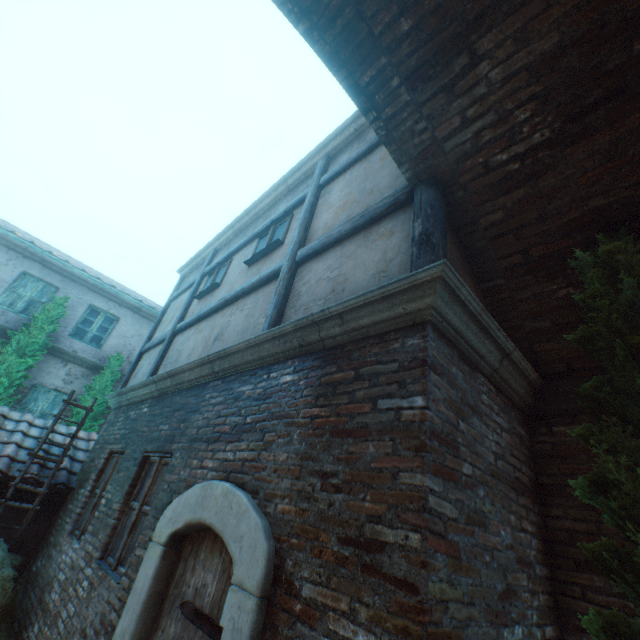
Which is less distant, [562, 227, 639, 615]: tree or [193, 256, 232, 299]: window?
[562, 227, 639, 615]: tree

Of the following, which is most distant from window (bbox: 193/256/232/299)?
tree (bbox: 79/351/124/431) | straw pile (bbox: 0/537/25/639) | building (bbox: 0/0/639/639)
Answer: tree (bbox: 79/351/124/431)

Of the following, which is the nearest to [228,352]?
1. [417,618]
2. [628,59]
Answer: [417,618]

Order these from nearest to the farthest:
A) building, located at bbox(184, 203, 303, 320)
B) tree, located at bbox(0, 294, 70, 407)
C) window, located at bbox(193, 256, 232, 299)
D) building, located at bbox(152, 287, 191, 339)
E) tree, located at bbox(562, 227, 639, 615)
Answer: tree, located at bbox(562, 227, 639, 615) → building, located at bbox(184, 203, 303, 320) → window, located at bbox(193, 256, 232, 299) → building, located at bbox(152, 287, 191, 339) → tree, located at bbox(0, 294, 70, 407)

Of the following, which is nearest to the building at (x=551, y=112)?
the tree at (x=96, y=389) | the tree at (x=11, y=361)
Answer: the tree at (x=96, y=389)

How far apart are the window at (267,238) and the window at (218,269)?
1.0m

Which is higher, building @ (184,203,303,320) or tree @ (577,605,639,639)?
building @ (184,203,303,320)

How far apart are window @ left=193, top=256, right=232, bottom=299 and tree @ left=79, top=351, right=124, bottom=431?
5.45m
